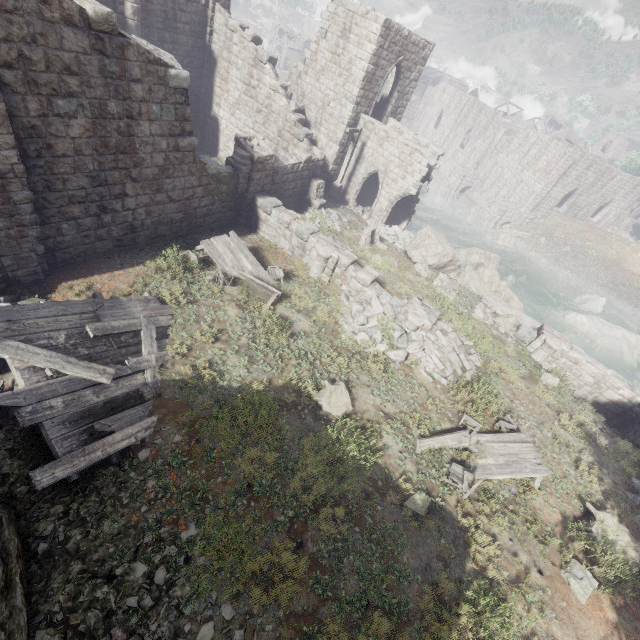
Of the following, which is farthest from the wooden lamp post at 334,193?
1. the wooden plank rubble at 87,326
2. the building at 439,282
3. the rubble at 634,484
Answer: the rubble at 634,484

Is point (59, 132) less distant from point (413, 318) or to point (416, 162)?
point (413, 318)

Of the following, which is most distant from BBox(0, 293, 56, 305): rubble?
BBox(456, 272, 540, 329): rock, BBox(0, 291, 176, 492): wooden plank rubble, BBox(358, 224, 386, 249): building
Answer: BBox(456, 272, 540, 329): rock

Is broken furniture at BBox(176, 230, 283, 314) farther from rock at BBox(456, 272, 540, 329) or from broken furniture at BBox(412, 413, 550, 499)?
rock at BBox(456, 272, 540, 329)

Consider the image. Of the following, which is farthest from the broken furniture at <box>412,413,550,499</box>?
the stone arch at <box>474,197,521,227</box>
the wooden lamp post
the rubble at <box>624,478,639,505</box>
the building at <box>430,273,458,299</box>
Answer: the stone arch at <box>474,197,521,227</box>

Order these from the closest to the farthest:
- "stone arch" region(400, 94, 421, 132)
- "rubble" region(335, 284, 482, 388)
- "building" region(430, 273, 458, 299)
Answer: "rubble" region(335, 284, 482, 388), "building" region(430, 273, 458, 299), "stone arch" region(400, 94, 421, 132)

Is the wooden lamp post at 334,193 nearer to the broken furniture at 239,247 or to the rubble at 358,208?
the rubble at 358,208

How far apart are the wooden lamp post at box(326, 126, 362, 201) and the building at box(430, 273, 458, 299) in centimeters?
938cm
